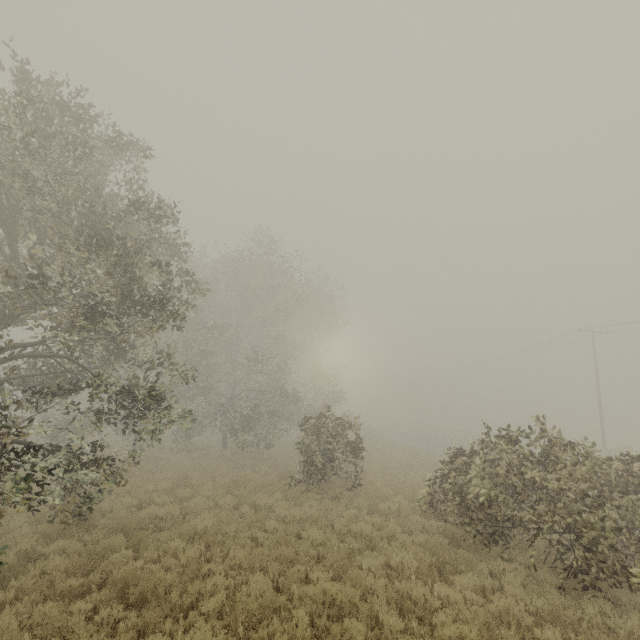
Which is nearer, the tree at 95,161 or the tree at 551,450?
the tree at 551,450

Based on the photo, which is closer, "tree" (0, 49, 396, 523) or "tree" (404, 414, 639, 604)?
"tree" (404, 414, 639, 604)

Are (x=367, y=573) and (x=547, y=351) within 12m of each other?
no
